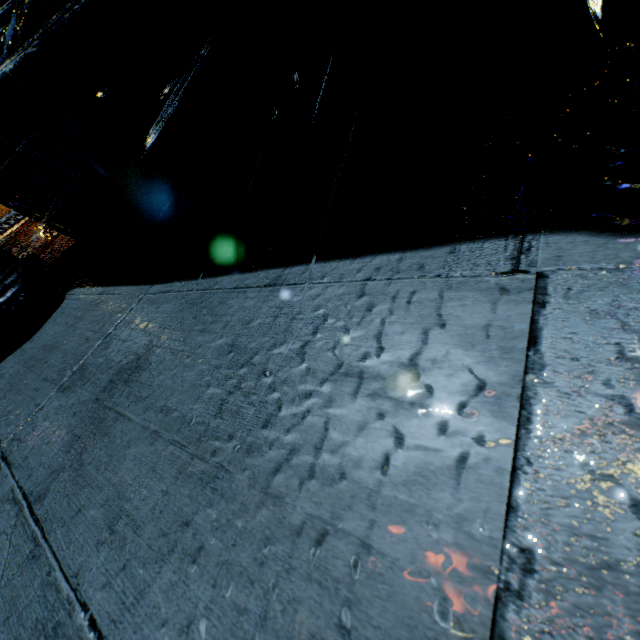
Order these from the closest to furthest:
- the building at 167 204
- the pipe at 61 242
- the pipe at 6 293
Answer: the building at 167 204
the pipe at 6 293
the pipe at 61 242

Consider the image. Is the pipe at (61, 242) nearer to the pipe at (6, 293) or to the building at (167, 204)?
the building at (167, 204)

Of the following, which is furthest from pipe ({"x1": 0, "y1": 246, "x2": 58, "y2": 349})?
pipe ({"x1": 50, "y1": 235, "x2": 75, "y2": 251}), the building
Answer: pipe ({"x1": 50, "y1": 235, "x2": 75, "y2": 251})

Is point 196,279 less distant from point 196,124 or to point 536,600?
point 196,124

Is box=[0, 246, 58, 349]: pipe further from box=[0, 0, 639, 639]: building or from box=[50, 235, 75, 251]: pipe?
box=[50, 235, 75, 251]: pipe

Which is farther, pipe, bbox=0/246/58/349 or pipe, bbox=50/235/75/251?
pipe, bbox=50/235/75/251
